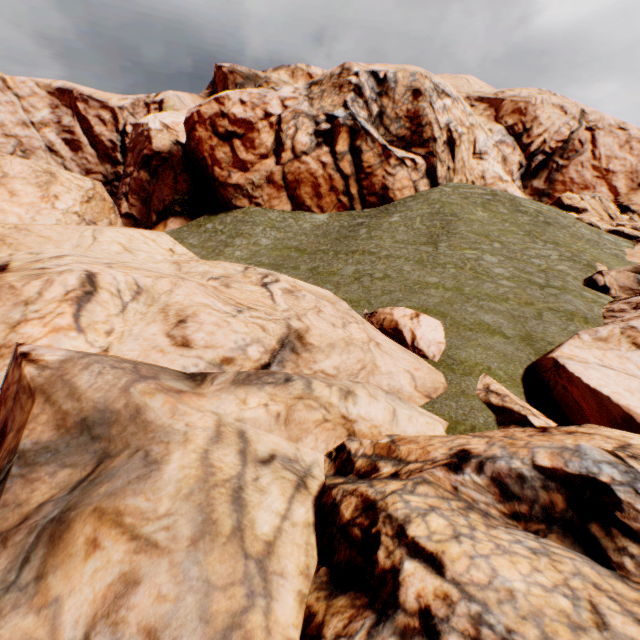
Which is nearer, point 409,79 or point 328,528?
point 328,528
